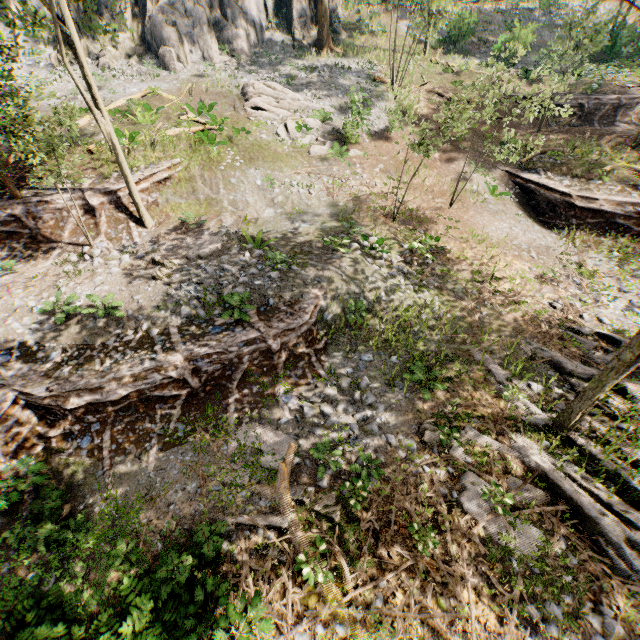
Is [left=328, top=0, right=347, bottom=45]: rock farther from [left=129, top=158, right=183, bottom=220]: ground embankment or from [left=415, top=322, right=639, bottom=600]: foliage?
[left=129, top=158, right=183, bottom=220]: ground embankment

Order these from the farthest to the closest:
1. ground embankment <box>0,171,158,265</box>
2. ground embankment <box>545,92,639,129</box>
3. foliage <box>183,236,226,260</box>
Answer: ground embankment <box>545,92,639,129</box> < ground embankment <box>0,171,158,265</box> < foliage <box>183,236,226,260</box>

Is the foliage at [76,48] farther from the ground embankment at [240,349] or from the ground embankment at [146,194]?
the ground embankment at [240,349]

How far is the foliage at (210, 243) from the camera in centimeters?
1293cm

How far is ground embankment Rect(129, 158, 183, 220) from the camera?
15.14m

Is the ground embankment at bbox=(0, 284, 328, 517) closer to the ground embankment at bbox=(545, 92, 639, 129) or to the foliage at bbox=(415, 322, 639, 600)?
the foliage at bbox=(415, 322, 639, 600)

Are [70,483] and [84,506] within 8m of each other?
yes

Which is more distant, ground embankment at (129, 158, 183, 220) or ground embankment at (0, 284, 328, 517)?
ground embankment at (129, 158, 183, 220)
